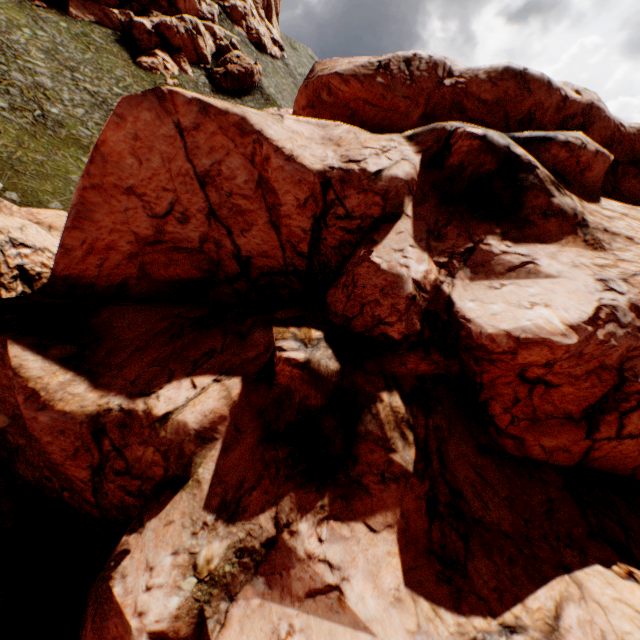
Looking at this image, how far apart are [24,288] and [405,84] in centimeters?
2754cm

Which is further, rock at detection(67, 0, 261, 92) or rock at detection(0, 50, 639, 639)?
rock at detection(67, 0, 261, 92)

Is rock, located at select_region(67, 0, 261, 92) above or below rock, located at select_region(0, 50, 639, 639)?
above

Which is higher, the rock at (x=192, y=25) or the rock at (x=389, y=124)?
the rock at (x=192, y=25)

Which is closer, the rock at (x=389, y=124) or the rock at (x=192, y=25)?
the rock at (x=389, y=124)
